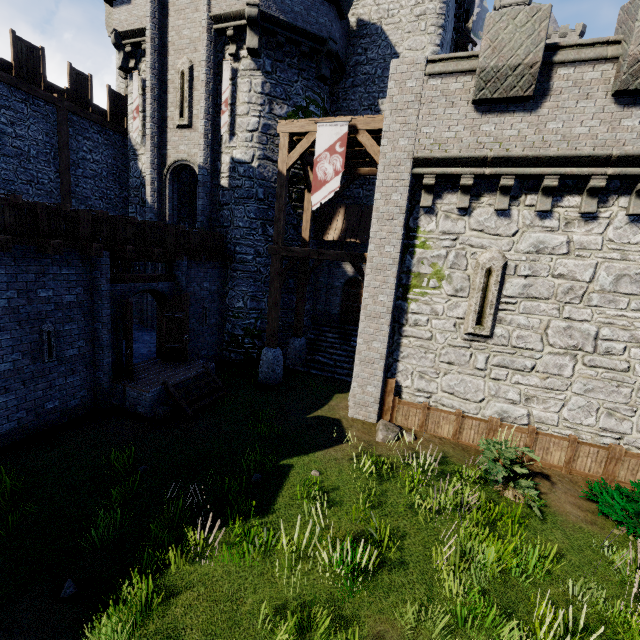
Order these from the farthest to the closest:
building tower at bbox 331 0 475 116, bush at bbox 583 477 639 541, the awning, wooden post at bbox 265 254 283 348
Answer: the awning < building tower at bbox 331 0 475 116 < wooden post at bbox 265 254 283 348 < bush at bbox 583 477 639 541

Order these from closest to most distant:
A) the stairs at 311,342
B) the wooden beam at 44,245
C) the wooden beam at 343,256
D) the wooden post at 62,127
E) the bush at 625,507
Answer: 1. the bush at 625,507
2. the wooden beam at 44,245
3. the wooden beam at 343,256
4. the wooden post at 62,127
5. the stairs at 311,342

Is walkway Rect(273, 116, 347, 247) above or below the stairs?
above

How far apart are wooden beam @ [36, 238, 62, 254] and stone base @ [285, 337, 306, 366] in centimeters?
926cm

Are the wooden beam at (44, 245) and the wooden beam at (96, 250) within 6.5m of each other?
yes

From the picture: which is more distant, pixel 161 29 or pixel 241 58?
pixel 161 29

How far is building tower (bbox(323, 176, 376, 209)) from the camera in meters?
15.9

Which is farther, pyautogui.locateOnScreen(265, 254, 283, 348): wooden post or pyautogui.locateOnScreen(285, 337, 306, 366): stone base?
pyautogui.locateOnScreen(285, 337, 306, 366): stone base
